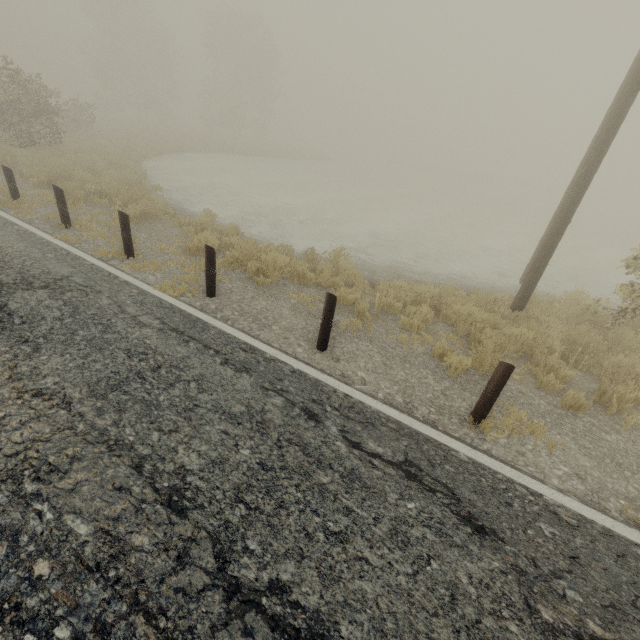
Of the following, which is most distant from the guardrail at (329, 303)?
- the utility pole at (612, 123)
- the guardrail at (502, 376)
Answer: the utility pole at (612, 123)

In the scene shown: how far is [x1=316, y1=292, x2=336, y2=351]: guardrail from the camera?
4.8 meters

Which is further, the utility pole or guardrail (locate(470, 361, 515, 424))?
the utility pole

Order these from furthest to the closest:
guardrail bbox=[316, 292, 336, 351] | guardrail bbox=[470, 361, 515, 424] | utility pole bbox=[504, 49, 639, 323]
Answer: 1. utility pole bbox=[504, 49, 639, 323]
2. guardrail bbox=[316, 292, 336, 351]
3. guardrail bbox=[470, 361, 515, 424]

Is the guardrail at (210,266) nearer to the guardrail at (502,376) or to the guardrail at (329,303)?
the guardrail at (329,303)

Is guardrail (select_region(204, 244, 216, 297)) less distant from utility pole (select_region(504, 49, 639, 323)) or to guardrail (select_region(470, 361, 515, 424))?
guardrail (select_region(470, 361, 515, 424))

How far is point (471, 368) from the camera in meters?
5.5

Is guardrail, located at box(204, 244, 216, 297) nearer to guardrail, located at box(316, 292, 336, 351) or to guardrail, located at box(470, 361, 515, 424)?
guardrail, located at box(316, 292, 336, 351)
